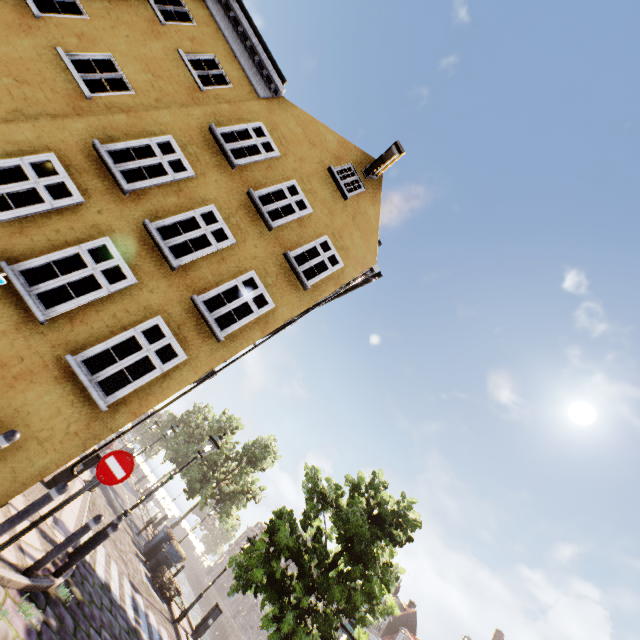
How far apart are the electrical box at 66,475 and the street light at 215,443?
2.2 meters

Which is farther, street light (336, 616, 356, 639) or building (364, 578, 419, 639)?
building (364, 578, 419, 639)

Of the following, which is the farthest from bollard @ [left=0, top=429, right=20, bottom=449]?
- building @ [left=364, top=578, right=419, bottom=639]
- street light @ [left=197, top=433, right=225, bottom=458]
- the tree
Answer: building @ [left=364, top=578, right=419, bottom=639]

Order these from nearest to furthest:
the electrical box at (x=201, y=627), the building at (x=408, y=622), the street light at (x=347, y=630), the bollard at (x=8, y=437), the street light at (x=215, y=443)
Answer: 1. the bollard at (x=8, y=437)
2. the street light at (x=347, y=630)
3. the street light at (x=215, y=443)
4. the electrical box at (x=201, y=627)
5. the building at (x=408, y=622)

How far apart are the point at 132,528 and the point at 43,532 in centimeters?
1351cm

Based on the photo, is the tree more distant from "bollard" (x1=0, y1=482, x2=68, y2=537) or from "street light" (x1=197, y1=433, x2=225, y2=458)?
"bollard" (x1=0, y1=482, x2=68, y2=537)

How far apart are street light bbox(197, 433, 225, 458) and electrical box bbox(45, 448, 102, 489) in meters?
2.2 m

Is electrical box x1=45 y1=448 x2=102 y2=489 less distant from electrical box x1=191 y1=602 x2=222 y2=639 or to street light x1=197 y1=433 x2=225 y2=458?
street light x1=197 y1=433 x2=225 y2=458
